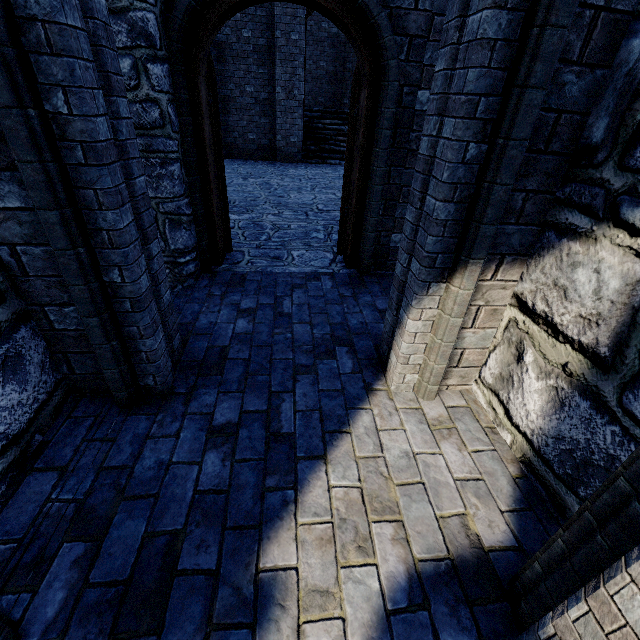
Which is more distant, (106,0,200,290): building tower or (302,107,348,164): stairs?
(302,107,348,164): stairs

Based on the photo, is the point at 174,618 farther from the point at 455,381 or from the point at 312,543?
the point at 455,381

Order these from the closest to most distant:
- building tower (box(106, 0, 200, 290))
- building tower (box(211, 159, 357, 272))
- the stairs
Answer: building tower (box(106, 0, 200, 290)), building tower (box(211, 159, 357, 272)), the stairs

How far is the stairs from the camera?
13.1 meters

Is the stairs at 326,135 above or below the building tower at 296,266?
above

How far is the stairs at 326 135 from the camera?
13.1m

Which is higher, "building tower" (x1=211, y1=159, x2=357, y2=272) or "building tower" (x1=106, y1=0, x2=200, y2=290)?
"building tower" (x1=106, y1=0, x2=200, y2=290)
